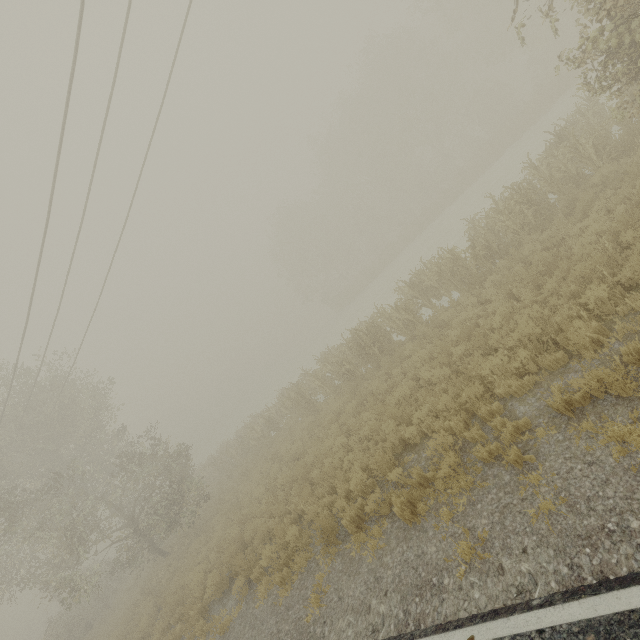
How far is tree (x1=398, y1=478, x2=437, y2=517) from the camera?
5.8m

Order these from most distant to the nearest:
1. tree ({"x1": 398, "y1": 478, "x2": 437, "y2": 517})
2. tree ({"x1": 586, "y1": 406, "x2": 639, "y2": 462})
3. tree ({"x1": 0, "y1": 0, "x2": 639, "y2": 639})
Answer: tree ({"x1": 0, "y1": 0, "x2": 639, "y2": 639}) < tree ({"x1": 398, "y1": 478, "x2": 437, "y2": 517}) < tree ({"x1": 586, "y1": 406, "x2": 639, "y2": 462})

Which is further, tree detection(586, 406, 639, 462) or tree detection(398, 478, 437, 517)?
tree detection(398, 478, 437, 517)

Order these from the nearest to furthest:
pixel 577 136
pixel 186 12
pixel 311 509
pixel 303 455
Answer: pixel 186 12 → pixel 311 509 → pixel 577 136 → pixel 303 455

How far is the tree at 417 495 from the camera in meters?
5.8 m

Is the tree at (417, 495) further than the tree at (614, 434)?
Answer: Yes

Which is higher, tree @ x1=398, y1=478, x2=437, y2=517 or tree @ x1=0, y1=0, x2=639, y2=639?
tree @ x1=0, y1=0, x2=639, y2=639
